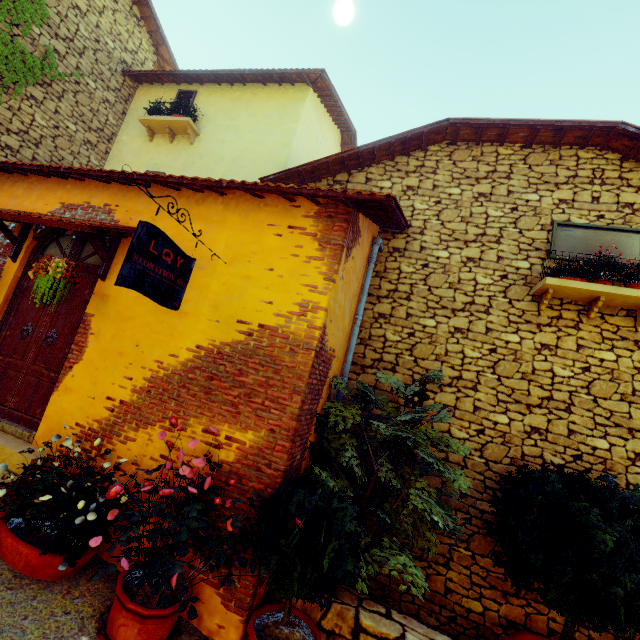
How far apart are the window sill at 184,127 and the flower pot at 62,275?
5.49m

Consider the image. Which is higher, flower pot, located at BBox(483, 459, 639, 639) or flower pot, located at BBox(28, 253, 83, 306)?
flower pot, located at BBox(28, 253, 83, 306)

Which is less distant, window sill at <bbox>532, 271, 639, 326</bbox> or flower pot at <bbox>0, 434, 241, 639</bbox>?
flower pot at <bbox>0, 434, 241, 639</bbox>

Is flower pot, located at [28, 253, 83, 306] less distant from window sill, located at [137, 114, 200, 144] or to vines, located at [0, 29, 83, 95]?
vines, located at [0, 29, 83, 95]

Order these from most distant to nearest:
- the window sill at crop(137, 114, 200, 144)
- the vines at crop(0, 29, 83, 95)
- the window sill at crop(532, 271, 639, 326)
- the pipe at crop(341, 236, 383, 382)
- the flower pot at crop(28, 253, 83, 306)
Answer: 1. the window sill at crop(137, 114, 200, 144)
2. the vines at crop(0, 29, 83, 95)
3. the pipe at crop(341, 236, 383, 382)
4. the window sill at crop(532, 271, 639, 326)
5. the flower pot at crop(28, 253, 83, 306)

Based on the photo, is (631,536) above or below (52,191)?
below

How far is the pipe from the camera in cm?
501

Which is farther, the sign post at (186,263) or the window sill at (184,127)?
the window sill at (184,127)
